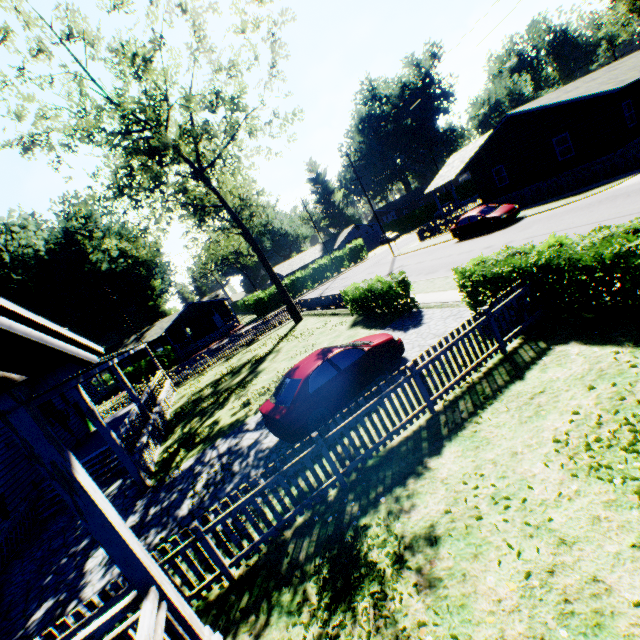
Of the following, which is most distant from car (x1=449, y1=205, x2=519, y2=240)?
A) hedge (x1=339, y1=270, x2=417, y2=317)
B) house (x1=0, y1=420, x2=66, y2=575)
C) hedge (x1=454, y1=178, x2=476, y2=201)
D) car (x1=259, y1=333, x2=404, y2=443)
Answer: hedge (x1=454, y1=178, x2=476, y2=201)

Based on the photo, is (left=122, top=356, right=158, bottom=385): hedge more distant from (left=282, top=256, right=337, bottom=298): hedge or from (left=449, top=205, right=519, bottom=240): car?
(left=449, top=205, right=519, bottom=240): car

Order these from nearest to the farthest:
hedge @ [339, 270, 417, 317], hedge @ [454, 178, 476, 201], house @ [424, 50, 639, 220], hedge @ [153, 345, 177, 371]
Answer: hedge @ [339, 270, 417, 317]
house @ [424, 50, 639, 220]
hedge @ [153, 345, 177, 371]
hedge @ [454, 178, 476, 201]

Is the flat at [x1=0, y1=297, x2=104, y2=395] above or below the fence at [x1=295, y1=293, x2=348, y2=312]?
above

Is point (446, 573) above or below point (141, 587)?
below

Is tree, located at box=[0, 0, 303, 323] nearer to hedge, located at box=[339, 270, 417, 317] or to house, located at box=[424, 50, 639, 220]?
hedge, located at box=[339, 270, 417, 317]

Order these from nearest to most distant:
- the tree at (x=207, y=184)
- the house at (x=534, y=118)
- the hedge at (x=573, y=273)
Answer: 1. the hedge at (x=573, y=273)
2. the tree at (x=207, y=184)
3. the house at (x=534, y=118)

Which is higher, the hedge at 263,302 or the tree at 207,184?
the tree at 207,184
